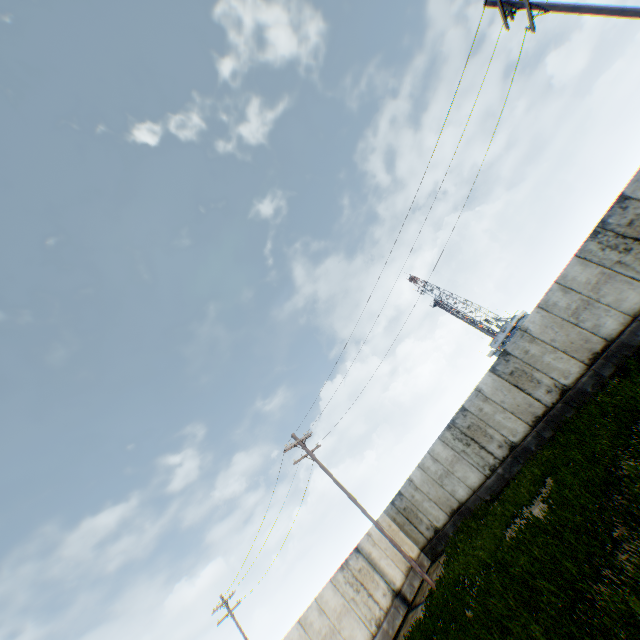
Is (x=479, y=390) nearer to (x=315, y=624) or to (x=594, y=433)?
(x=594, y=433)
